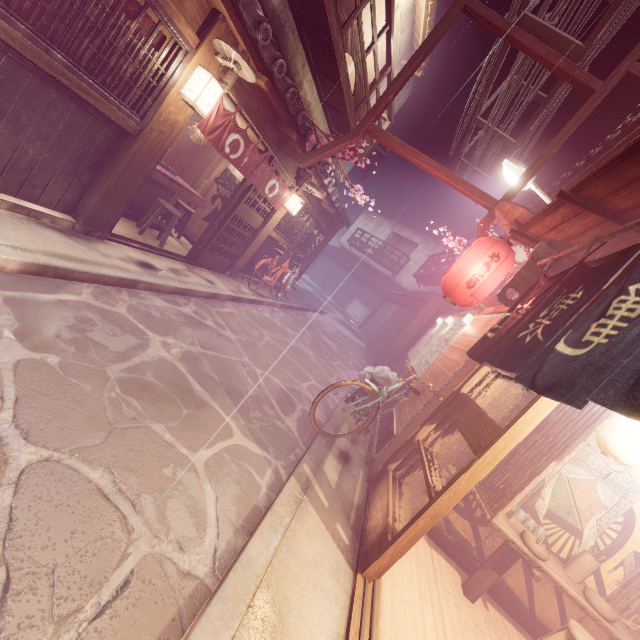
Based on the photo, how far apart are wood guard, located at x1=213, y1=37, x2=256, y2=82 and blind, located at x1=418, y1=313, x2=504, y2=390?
8.0m

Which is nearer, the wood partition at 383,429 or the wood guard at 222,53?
the wood guard at 222,53

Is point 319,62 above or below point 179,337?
above

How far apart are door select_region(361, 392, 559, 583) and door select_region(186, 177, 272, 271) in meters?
9.9 m

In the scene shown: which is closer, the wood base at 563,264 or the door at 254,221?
the wood base at 563,264

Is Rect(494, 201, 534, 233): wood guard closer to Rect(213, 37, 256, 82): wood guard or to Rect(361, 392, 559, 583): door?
Rect(361, 392, 559, 583): door

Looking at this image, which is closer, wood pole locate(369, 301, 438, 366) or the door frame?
the door frame

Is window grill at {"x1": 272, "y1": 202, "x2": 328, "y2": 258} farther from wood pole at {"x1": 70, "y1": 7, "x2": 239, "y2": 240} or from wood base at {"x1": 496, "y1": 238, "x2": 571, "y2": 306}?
wood base at {"x1": 496, "y1": 238, "x2": 571, "y2": 306}
